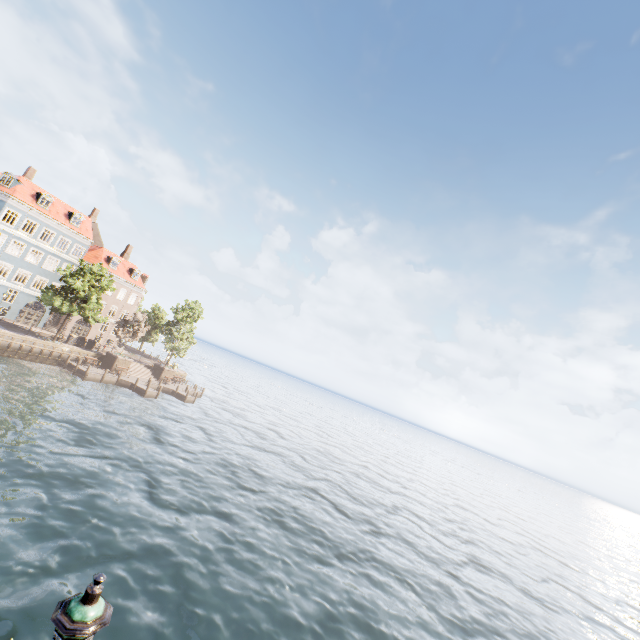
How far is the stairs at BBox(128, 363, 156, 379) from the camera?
45.1 meters

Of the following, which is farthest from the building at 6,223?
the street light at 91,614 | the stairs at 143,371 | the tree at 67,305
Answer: the street light at 91,614

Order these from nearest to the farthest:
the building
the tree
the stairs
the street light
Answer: the street light → the tree → the building → the stairs

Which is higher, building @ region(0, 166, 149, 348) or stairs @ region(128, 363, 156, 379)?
building @ region(0, 166, 149, 348)

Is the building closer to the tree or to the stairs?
the tree

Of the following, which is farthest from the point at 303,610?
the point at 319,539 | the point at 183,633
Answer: the point at 319,539

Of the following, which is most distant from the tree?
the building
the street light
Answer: the street light

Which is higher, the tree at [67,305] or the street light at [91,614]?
the tree at [67,305]
